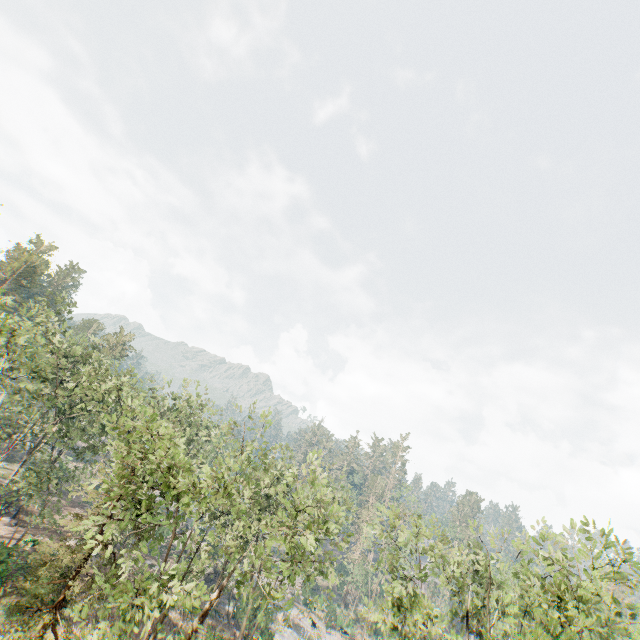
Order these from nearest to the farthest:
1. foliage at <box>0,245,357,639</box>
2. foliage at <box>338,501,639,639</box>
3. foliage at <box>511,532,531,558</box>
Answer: foliage at <box>338,501,639,639</box>, foliage at <box>0,245,357,639</box>, foliage at <box>511,532,531,558</box>

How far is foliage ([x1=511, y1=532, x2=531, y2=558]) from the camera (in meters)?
16.80

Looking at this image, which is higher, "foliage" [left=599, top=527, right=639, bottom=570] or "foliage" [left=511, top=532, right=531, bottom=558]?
"foliage" [left=599, top=527, right=639, bottom=570]

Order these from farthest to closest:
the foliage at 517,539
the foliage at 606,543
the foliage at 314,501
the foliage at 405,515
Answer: the foliage at 517,539, the foliage at 314,501, the foliage at 405,515, the foliage at 606,543

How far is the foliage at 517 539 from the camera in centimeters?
1680cm

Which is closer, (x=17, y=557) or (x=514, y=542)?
(x=514, y=542)
